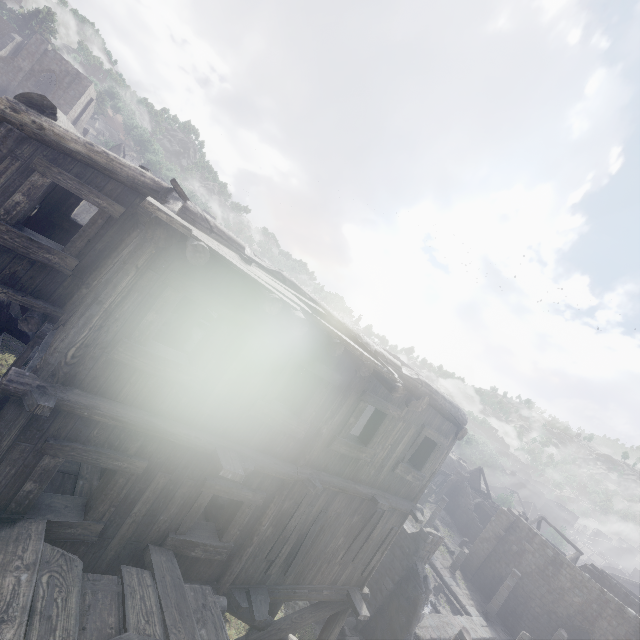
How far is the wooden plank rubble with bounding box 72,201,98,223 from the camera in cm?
1809

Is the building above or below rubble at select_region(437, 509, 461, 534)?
above

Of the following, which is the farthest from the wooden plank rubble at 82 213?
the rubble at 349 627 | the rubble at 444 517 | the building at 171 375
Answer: the rubble at 444 517

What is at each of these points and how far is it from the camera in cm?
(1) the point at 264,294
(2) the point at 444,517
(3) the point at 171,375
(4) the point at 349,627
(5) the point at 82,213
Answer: (1) wooden plank rubble, 405
(2) rubble, 3741
(3) building, 477
(4) rubble, 1323
(5) wooden plank rubble, 1844

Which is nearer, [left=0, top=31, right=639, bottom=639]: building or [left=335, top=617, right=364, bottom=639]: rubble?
[left=0, top=31, right=639, bottom=639]: building

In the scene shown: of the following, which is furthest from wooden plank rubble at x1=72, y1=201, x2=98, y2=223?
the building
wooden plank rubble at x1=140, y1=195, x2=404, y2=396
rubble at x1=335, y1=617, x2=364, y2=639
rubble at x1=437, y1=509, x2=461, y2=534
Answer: rubble at x1=437, y1=509, x2=461, y2=534

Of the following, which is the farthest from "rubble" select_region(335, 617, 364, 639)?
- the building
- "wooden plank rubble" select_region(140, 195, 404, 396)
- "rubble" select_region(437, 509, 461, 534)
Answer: "rubble" select_region(437, 509, 461, 534)

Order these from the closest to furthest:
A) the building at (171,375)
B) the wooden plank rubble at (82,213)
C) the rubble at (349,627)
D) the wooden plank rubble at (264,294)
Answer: the wooden plank rubble at (264,294), the building at (171,375), the rubble at (349,627), the wooden plank rubble at (82,213)
